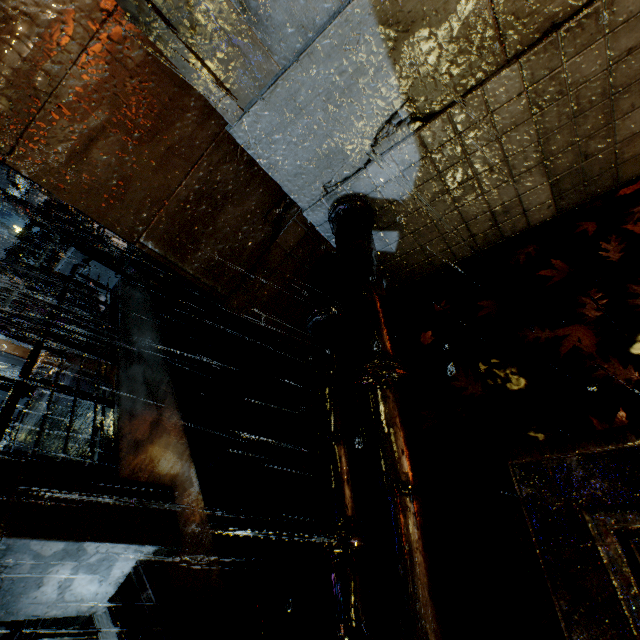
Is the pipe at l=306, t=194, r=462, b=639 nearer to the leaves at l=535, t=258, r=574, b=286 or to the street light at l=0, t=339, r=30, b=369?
the leaves at l=535, t=258, r=574, b=286

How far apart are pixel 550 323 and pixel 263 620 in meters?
4.3

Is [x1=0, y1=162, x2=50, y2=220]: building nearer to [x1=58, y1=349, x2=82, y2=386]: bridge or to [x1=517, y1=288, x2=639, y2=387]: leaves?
[x1=58, y1=349, x2=82, y2=386]: bridge

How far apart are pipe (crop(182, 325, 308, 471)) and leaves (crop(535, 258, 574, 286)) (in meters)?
3.37

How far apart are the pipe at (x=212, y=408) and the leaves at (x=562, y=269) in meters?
3.4 m

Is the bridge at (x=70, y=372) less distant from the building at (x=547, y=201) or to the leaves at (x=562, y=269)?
the building at (x=547, y=201)

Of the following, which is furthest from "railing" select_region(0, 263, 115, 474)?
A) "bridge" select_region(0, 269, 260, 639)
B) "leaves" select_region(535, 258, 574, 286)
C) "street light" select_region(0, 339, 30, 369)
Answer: "street light" select_region(0, 339, 30, 369)

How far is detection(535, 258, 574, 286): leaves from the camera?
3.4m
